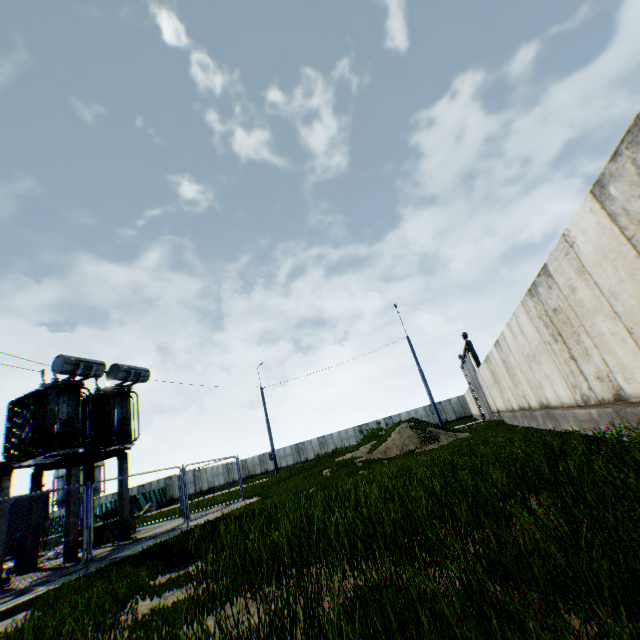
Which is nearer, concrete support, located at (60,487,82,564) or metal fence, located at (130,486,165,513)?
concrete support, located at (60,487,82,564)

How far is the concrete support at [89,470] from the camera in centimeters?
1261cm

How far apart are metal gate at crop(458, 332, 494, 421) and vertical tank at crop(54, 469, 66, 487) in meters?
70.4

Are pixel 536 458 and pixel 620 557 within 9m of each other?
yes

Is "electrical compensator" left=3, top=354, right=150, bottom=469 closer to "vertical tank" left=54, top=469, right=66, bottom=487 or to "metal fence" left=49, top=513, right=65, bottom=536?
"metal fence" left=49, top=513, right=65, bottom=536

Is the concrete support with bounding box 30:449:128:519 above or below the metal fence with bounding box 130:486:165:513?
above

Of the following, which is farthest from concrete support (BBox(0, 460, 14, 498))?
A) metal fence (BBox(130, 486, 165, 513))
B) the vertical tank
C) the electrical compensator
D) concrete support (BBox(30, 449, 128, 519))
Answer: the vertical tank

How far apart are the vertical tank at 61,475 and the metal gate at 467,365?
70.44m
